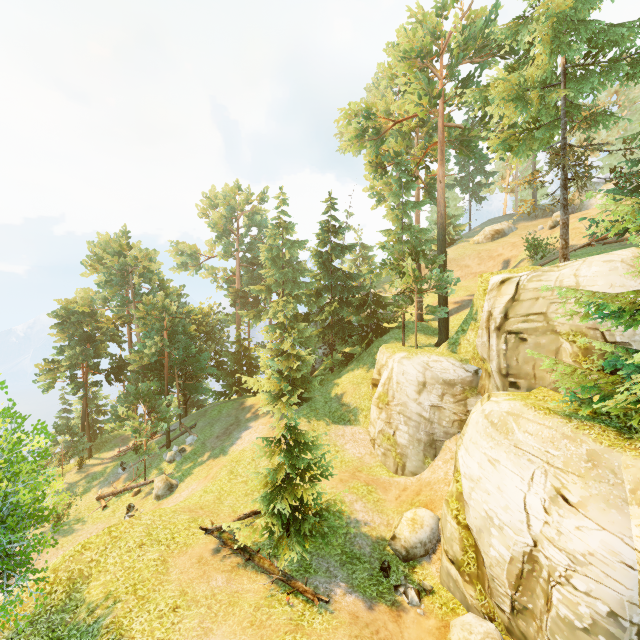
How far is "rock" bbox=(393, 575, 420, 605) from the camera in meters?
11.9 m

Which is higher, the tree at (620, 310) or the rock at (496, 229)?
the rock at (496, 229)

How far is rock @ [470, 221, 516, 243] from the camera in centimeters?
4006cm

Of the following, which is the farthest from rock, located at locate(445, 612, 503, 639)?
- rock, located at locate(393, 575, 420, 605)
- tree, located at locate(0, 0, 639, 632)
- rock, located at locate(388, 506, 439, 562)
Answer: tree, located at locate(0, 0, 639, 632)

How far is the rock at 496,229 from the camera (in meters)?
40.06

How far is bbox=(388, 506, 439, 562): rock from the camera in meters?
13.9

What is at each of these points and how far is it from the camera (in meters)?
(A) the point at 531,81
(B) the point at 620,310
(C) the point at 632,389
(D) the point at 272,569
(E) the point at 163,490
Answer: (A) tree, 14.80
(B) tree, 8.34
(C) tree, 8.98
(D) log, 12.24
(E) rock, 22.34

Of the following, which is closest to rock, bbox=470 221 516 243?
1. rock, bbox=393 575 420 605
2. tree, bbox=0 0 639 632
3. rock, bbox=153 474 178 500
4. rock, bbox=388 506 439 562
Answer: tree, bbox=0 0 639 632
